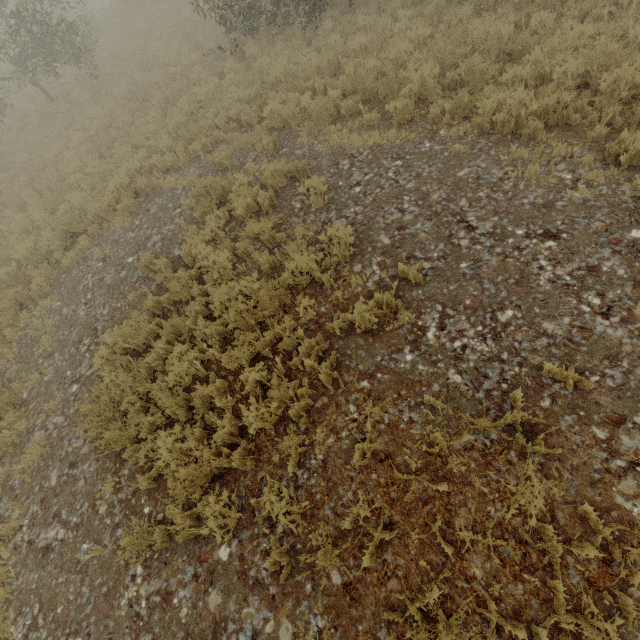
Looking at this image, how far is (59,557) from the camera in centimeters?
467cm
